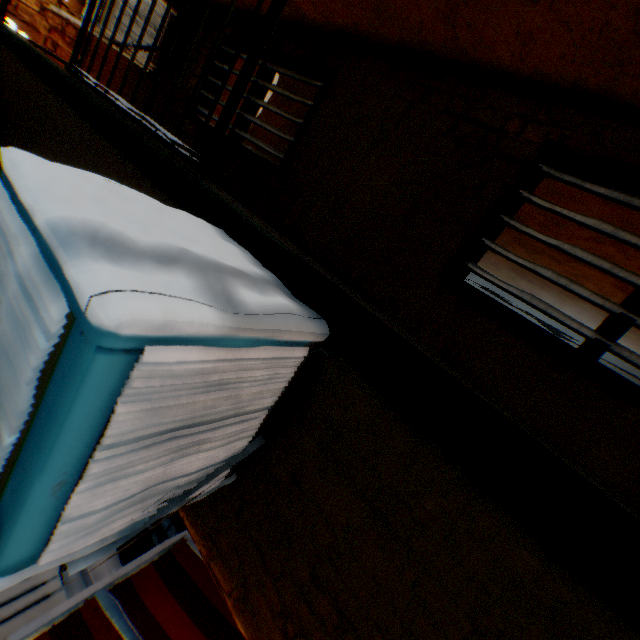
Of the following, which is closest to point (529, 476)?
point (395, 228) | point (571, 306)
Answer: point (395, 228)

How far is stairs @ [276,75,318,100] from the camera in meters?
5.3 m

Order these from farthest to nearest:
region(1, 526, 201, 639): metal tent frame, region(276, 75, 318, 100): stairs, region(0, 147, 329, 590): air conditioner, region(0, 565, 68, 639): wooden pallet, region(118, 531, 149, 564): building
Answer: region(276, 75, 318, 100): stairs
region(118, 531, 149, 564): building
region(0, 565, 68, 639): wooden pallet
region(1, 526, 201, 639): metal tent frame
region(0, 147, 329, 590): air conditioner

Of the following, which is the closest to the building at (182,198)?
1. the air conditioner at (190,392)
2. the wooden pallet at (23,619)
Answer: the air conditioner at (190,392)

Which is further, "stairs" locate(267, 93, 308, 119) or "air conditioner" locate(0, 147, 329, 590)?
"stairs" locate(267, 93, 308, 119)

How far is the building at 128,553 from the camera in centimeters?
408cm

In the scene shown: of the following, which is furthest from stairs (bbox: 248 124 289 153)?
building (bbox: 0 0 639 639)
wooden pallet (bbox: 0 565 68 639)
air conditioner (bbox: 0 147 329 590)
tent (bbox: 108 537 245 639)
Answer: wooden pallet (bbox: 0 565 68 639)
